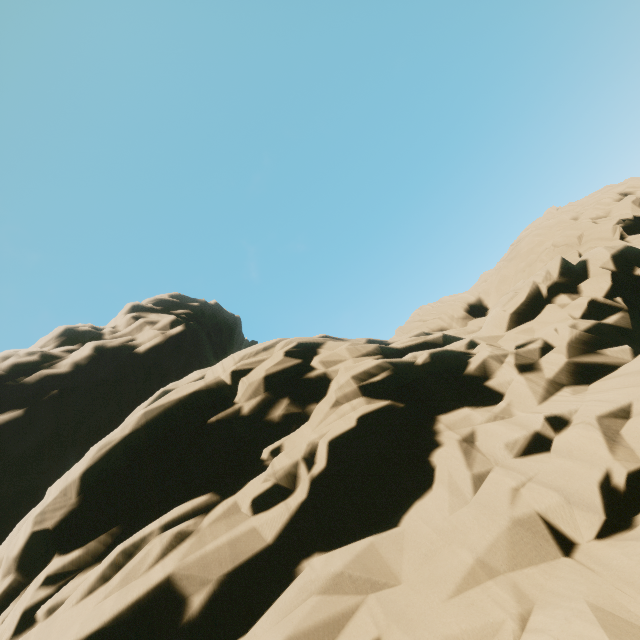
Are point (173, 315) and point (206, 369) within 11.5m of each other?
no
